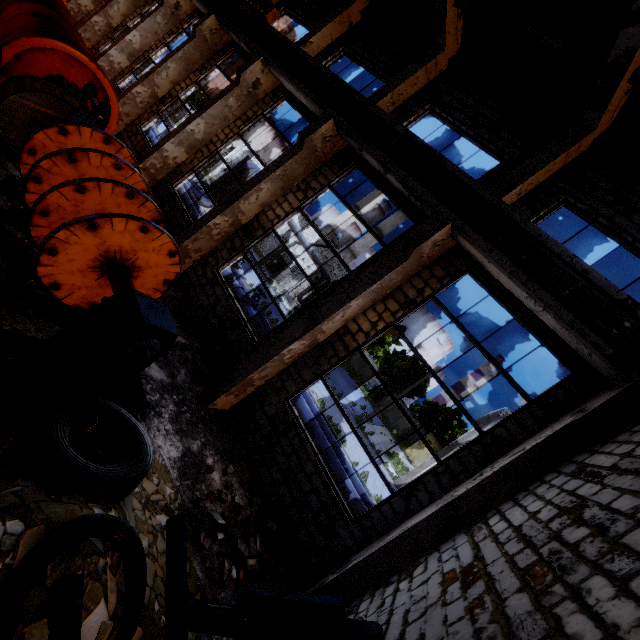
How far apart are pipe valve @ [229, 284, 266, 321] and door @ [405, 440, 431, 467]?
32.0m

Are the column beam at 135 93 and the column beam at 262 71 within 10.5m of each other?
yes

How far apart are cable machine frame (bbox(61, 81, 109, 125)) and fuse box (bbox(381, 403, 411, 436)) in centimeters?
4497cm

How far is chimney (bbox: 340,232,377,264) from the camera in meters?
58.1

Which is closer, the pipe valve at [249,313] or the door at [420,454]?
the pipe valve at [249,313]

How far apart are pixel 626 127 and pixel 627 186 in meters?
1.2

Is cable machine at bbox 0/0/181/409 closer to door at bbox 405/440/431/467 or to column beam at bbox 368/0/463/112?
column beam at bbox 368/0/463/112

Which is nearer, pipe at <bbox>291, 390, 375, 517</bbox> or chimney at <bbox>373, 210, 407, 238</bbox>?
pipe at <bbox>291, 390, 375, 517</bbox>
